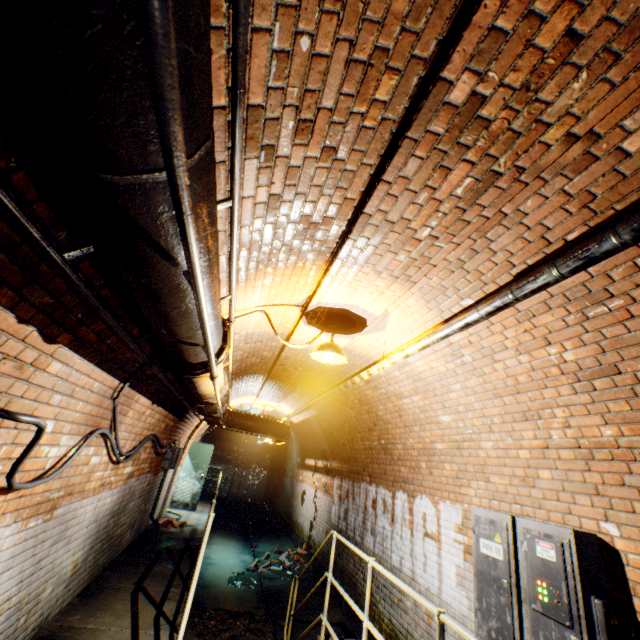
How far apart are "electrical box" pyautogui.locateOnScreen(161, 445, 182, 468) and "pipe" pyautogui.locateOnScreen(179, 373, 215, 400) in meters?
4.3

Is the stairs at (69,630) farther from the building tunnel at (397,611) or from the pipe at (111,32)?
the pipe at (111,32)

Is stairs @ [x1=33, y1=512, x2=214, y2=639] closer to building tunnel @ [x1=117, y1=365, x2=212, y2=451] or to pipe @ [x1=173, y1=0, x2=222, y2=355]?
building tunnel @ [x1=117, y1=365, x2=212, y2=451]

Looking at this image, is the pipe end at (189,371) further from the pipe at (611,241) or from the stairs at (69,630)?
the stairs at (69,630)

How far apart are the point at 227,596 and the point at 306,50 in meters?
9.8 m

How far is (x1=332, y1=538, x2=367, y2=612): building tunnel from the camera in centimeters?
622cm

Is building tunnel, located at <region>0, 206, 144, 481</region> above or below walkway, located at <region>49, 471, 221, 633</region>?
above

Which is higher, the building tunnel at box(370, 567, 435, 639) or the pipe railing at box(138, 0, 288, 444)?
the pipe railing at box(138, 0, 288, 444)
